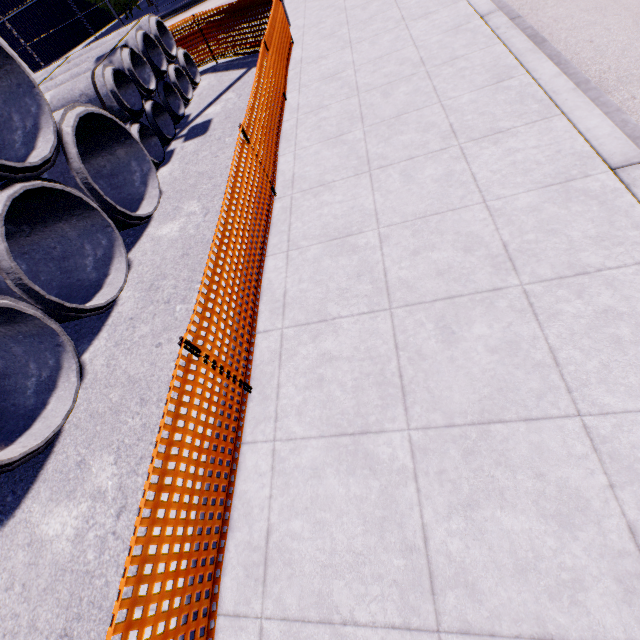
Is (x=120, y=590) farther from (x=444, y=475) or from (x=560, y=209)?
(x=560, y=209)

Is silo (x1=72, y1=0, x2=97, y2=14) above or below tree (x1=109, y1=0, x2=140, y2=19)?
above

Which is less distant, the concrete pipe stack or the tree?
the concrete pipe stack

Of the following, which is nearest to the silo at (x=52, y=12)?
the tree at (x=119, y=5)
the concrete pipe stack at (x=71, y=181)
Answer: the tree at (x=119, y=5)

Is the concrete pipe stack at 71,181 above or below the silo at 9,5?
below

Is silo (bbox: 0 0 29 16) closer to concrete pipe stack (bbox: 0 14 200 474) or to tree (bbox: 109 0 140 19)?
tree (bbox: 109 0 140 19)
